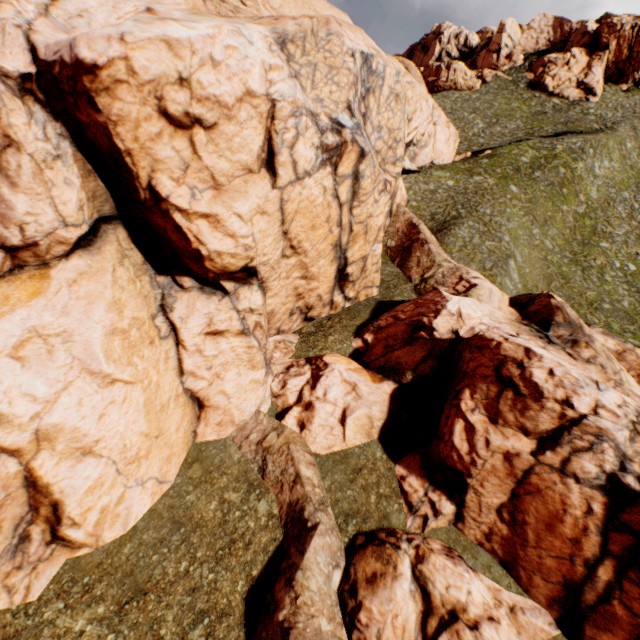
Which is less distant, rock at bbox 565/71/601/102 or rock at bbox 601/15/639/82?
rock at bbox 601/15/639/82

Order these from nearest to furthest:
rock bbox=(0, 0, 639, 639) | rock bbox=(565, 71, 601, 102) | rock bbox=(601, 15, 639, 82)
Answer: rock bbox=(0, 0, 639, 639) < rock bbox=(601, 15, 639, 82) < rock bbox=(565, 71, 601, 102)

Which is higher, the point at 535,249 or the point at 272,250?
the point at 535,249

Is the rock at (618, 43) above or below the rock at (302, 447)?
above

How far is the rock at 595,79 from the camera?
58.62m

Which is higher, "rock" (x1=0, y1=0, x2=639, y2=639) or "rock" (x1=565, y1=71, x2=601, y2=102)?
"rock" (x1=565, y1=71, x2=601, y2=102)

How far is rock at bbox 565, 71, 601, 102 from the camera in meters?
58.6
